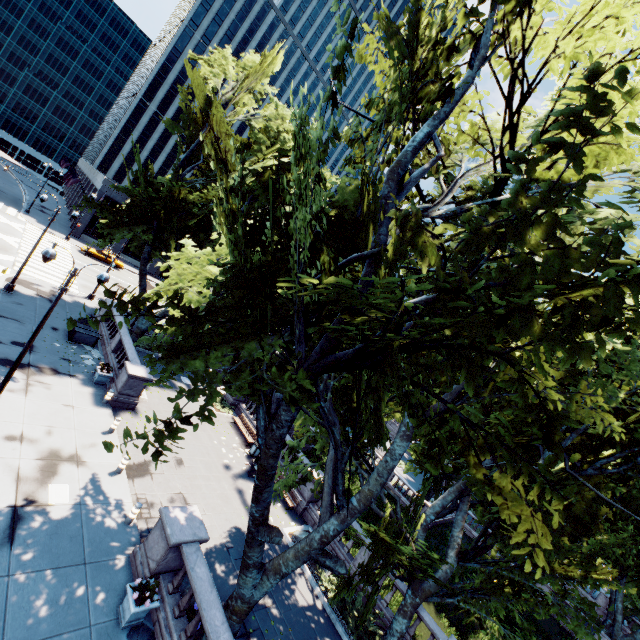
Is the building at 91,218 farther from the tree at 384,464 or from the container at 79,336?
the container at 79,336

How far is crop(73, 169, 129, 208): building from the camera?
47.28m

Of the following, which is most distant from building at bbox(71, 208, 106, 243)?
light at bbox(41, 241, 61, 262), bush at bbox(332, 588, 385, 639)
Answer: bush at bbox(332, 588, 385, 639)

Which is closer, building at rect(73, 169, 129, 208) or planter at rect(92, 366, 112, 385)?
planter at rect(92, 366, 112, 385)

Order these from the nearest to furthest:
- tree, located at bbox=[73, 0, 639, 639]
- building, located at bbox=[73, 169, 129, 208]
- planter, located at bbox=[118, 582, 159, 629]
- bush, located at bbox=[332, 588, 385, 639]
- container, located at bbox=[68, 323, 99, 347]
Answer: tree, located at bbox=[73, 0, 639, 639] → planter, located at bbox=[118, 582, 159, 629] → bush, located at bbox=[332, 588, 385, 639] → container, located at bbox=[68, 323, 99, 347] → building, located at bbox=[73, 169, 129, 208]

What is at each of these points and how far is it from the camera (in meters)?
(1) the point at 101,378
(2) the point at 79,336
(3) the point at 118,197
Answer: (1) planter, 18.72
(2) container, 21.48
(3) building, 48.78

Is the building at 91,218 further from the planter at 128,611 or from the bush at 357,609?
the bush at 357,609

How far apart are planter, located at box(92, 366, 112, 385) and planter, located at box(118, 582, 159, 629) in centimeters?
1222cm
